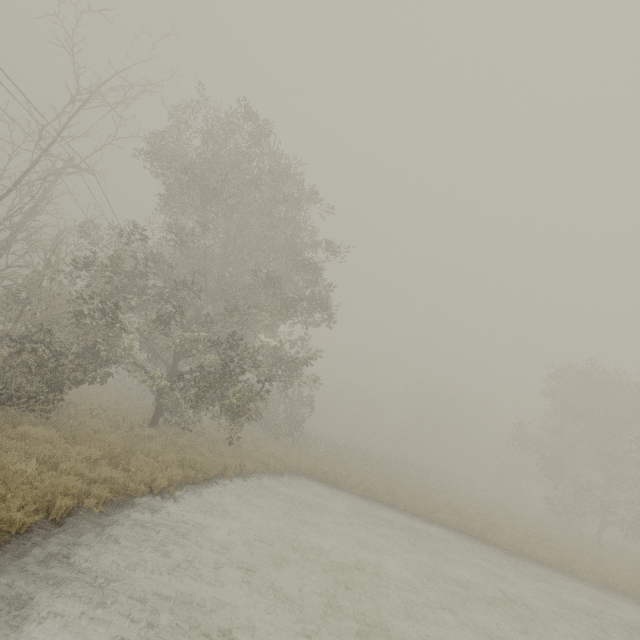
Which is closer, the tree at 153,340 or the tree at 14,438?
the tree at 14,438

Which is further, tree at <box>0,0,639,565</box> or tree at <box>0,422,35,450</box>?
tree at <box>0,0,639,565</box>

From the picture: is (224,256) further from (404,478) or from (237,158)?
(404,478)

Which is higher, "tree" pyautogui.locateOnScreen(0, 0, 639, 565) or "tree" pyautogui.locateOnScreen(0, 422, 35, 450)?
"tree" pyautogui.locateOnScreen(0, 0, 639, 565)

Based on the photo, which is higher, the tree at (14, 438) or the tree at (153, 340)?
the tree at (153, 340)
